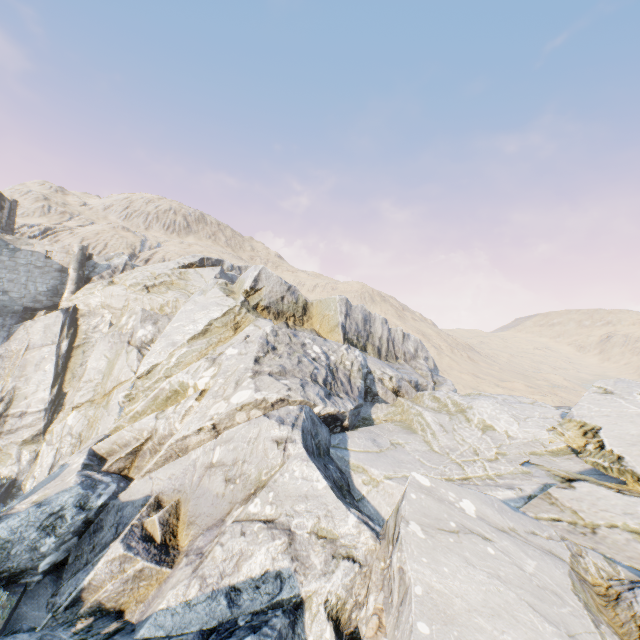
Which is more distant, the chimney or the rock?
the chimney

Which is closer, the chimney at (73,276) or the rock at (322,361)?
the rock at (322,361)

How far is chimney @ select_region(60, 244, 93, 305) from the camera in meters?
28.8

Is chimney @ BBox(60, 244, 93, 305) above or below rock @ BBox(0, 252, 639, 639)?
above

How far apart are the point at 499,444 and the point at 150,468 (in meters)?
11.25

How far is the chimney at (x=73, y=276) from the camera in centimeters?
2878cm
